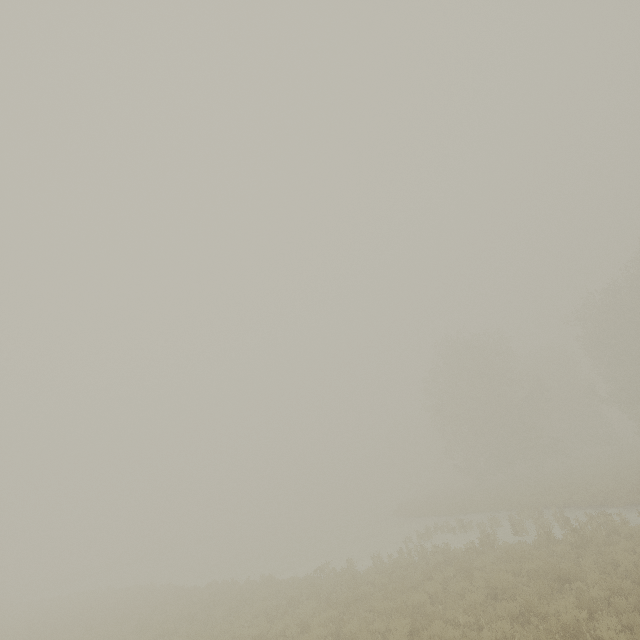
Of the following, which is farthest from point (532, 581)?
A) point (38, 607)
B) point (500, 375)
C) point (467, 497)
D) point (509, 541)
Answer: point (38, 607)
